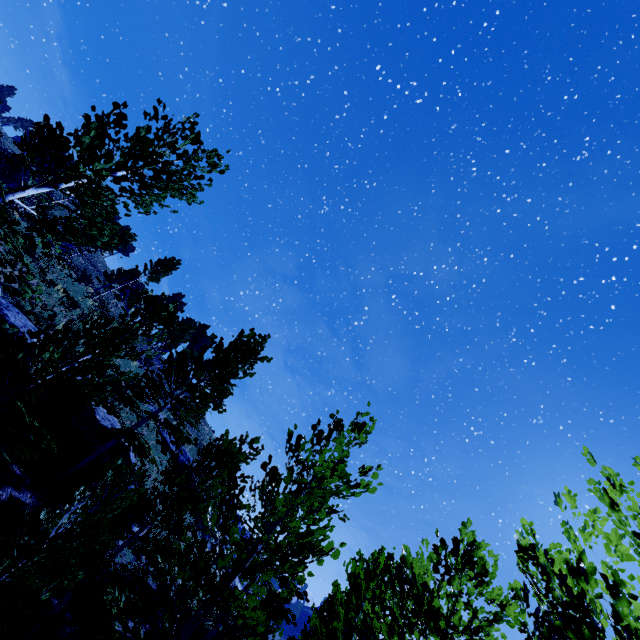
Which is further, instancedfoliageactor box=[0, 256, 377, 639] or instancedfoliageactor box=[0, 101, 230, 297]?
instancedfoliageactor box=[0, 101, 230, 297]

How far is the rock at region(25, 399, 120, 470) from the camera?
11.4 meters

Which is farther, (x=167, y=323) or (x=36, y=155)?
(x=167, y=323)

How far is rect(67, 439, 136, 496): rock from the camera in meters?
12.1

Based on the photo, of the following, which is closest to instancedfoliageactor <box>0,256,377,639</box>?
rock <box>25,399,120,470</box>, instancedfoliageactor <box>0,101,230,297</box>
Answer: instancedfoliageactor <box>0,101,230,297</box>

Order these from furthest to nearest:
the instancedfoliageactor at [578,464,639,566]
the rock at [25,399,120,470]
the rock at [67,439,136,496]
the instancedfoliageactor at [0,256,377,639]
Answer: the rock at [67,439,136,496], the rock at [25,399,120,470], the instancedfoliageactor at [0,256,377,639], the instancedfoliageactor at [578,464,639,566]

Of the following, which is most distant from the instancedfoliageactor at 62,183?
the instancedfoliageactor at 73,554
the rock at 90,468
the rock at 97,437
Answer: the rock at 90,468

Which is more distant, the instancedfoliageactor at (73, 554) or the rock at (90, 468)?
the rock at (90, 468)
